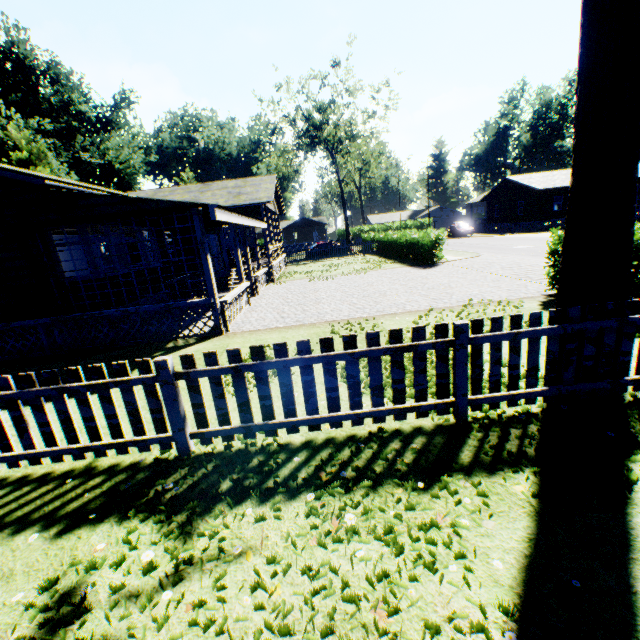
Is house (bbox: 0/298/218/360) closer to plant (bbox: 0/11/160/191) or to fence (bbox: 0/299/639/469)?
fence (bbox: 0/299/639/469)

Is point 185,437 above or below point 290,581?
above

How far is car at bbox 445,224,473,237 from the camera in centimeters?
3988cm

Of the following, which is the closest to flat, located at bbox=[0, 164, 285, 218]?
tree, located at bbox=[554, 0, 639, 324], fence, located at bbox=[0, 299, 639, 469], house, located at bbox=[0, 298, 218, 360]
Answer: house, located at bbox=[0, 298, 218, 360]

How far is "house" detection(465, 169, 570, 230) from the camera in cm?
3625

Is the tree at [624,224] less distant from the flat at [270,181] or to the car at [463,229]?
the flat at [270,181]

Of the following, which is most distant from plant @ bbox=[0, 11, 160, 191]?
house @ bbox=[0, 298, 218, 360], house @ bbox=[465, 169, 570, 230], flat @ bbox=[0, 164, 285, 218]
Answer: house @ bbox=[465, 169, 570, 230]

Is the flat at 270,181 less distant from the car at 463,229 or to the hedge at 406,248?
the hedge at 406,248
